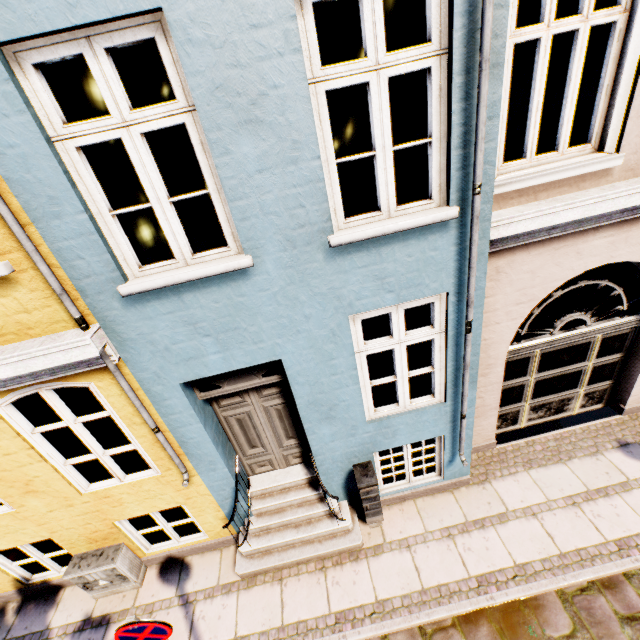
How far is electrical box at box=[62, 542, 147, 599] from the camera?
4.71m

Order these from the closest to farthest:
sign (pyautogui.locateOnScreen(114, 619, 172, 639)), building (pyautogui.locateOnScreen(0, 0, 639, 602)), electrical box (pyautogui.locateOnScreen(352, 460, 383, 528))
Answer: building (pyautogui.locateOnScreen(0, 0, 639, 602)), sign (pyautogui.locateOnScreen(114, 619, 172, 639)), electrical box (pyautogui.locateOnScreen(352, 460, 383, 528))

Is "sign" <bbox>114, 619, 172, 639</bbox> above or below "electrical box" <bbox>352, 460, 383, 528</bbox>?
above

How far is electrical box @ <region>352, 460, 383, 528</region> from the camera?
4.54m

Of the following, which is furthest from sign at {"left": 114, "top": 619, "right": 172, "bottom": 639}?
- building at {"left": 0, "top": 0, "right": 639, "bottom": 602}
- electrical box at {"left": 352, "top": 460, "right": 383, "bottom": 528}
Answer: electrical box at {"left": 352, "top": 460, "right": 383, "bottom": 528}

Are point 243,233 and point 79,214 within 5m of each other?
yes

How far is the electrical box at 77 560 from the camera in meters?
4.7

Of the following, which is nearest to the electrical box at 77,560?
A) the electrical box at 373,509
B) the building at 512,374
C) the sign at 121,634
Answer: the building at 512,374
